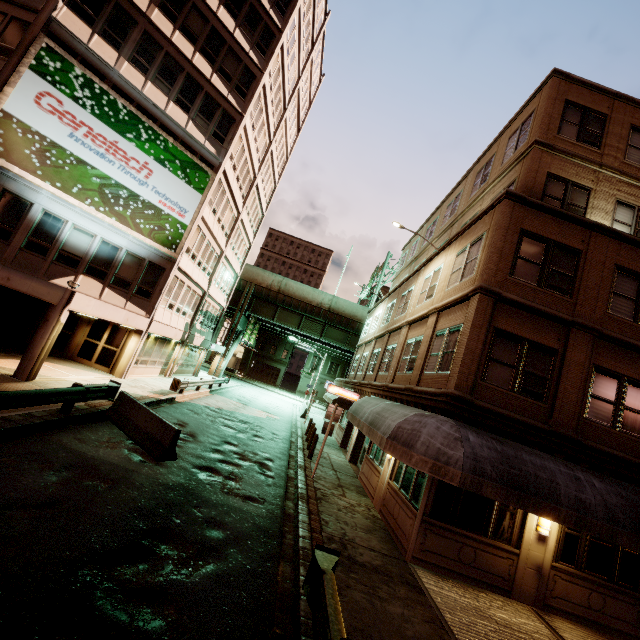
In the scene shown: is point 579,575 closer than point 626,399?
Yes

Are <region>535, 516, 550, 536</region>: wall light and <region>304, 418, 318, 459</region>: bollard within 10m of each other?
no

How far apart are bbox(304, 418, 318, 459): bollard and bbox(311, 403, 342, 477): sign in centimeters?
479cm

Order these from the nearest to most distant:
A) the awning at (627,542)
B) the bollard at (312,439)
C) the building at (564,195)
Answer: the awning at (627,542)
the building at (564,195)
the bollard at (312,439)

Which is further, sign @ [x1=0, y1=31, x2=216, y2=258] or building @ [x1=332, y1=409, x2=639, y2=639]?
sign @ [x1=0, y1=31, x2=216, y2=258]

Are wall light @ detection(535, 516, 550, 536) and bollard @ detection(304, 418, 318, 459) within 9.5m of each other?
no

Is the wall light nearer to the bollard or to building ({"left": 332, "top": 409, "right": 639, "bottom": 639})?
building ({"left": 332, "top": 409, "right": 639, "bottom": 639})

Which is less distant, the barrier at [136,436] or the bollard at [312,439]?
the barrier at [136,436]
